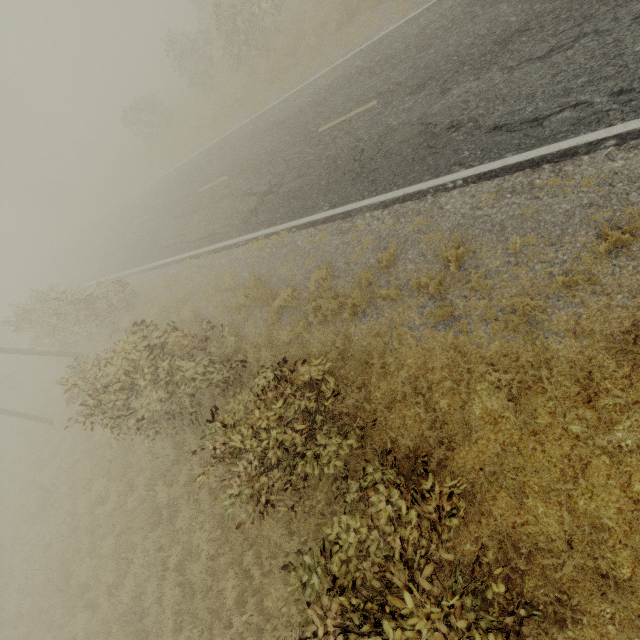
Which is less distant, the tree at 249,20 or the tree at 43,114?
the tree at 249,20

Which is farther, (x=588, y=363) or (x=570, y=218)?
(x=570, y=218)

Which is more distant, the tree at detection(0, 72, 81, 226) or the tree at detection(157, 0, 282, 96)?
the tree at detection(0, 72, 81, 226)
